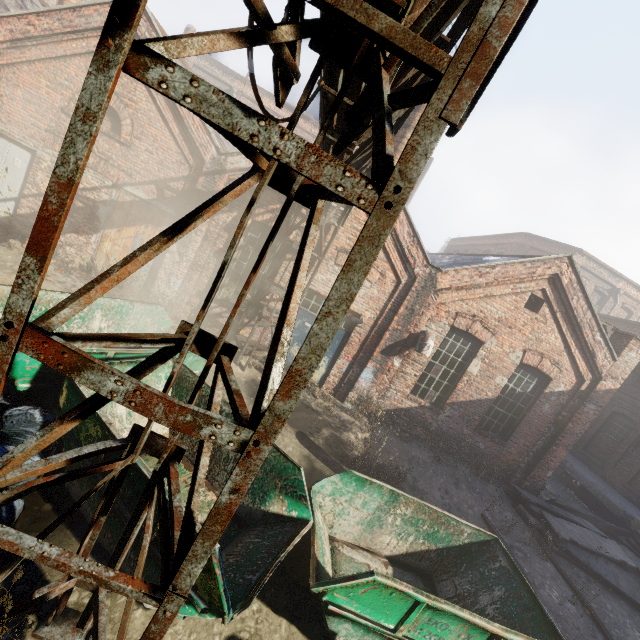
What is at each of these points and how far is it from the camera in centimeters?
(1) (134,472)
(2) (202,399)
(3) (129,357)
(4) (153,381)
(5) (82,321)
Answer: (1) container, 347cm
(2) container, 536cm
(3) container, 523cm
(4) container, 531cm
(5) container, 607cm

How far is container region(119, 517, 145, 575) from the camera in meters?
3.4

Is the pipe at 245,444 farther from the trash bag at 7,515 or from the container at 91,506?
the trash bag at 7,515

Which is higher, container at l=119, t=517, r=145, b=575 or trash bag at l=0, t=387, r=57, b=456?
trash bag at l=0, t=387, r=57, b=456

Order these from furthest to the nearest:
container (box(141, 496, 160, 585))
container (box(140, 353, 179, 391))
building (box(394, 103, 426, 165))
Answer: building (box(394, 103, 426, 165)), container (box(140, 353, 179, 391)), container (box(141, 496, 160, 585))

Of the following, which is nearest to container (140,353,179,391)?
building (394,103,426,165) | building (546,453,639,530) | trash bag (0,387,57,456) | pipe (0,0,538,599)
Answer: trash bag (0,387,57,456)

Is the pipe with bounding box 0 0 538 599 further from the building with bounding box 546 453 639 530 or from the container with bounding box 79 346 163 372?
the building with bounding box 546 453 639 530

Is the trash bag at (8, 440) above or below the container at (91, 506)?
above
